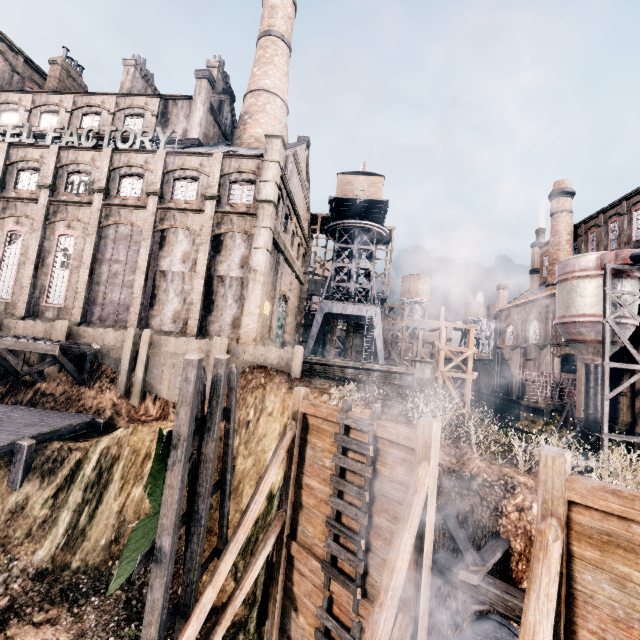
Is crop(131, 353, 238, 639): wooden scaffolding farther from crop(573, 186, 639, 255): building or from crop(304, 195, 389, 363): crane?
crop(304, 195, 389, 363): crane

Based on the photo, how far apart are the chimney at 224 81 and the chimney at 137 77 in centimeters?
759cm

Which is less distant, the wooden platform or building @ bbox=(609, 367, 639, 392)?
the wooden platform

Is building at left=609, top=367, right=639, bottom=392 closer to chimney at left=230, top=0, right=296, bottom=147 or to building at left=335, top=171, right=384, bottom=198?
chimney at left=230, top=0, right=296, bottom=147

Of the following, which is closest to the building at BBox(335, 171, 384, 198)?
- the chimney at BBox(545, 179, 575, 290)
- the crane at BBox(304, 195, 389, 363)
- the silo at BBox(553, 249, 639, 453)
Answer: the crane at BBox(304, 195, 389, 363)

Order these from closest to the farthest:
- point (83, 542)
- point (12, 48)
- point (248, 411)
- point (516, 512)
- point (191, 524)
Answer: point (516, 512)
point (191, 524)
point (83, 542)
point (248, 411)
point (12, 48)

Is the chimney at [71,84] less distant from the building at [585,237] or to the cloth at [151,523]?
the building at [585,237]

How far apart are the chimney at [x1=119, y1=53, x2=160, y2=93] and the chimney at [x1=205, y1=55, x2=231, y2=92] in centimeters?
759cm
